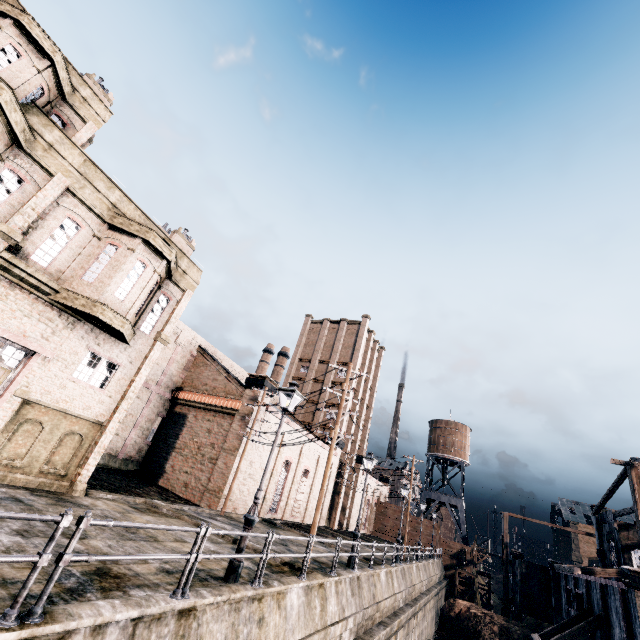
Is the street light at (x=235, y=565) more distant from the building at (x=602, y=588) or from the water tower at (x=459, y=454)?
the water tower at (x=459, y=454)

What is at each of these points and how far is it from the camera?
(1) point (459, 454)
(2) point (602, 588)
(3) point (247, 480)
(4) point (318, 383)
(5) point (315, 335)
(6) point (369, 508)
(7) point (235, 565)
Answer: (1) water tower, 59.47m
(2) building, 23.25m
(3) building, 25.81m
(4) building, 49.12m
(5) building, 54.53m
(6) building, 53.81m
(7) street light, 8.86m

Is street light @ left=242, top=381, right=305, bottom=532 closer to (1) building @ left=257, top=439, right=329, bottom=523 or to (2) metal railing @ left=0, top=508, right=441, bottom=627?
(2) metal railing @ left=0, top=508, right=441, bottom=627

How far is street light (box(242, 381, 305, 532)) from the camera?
9.40m

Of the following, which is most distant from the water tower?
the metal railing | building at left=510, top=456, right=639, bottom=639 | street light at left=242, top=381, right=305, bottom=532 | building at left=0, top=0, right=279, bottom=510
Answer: street light at left=242, top=381, right=305, bottom=532

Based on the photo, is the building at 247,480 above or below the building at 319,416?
below

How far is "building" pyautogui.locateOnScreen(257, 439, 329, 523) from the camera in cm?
2859
